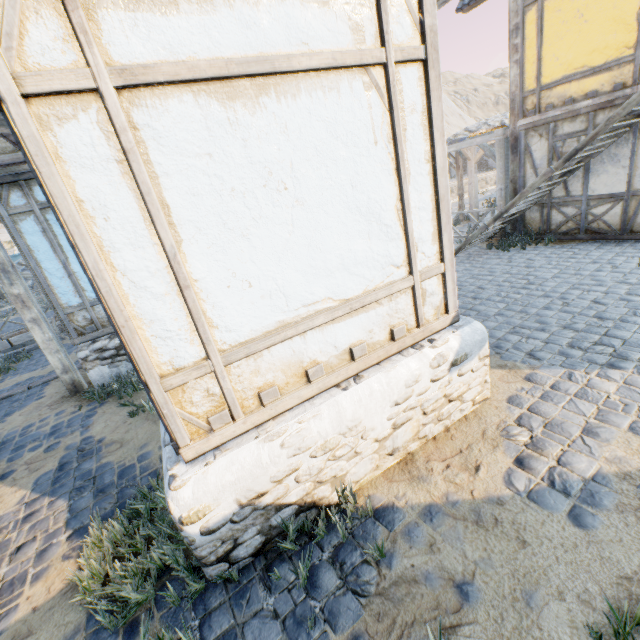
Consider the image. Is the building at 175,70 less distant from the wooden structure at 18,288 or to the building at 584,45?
the wooden structure at 18,288

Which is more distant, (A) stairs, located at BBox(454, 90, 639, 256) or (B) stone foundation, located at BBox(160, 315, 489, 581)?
(A) stairs, located at BBox(454, 90, 639, 256)

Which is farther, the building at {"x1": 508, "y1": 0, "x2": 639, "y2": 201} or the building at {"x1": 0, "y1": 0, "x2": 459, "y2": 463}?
the building at {"x1": 508, "y1": 0, "x2": 639, "y2": 201}

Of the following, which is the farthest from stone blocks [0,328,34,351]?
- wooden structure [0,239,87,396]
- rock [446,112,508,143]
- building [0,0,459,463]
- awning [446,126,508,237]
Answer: wooden structure [0,239,87,396]

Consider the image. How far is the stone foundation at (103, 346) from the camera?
6.09m

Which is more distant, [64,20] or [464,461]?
[464,461]

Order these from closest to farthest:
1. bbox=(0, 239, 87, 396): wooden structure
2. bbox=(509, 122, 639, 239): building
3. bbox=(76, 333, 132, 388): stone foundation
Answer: bbox=(0, 239, 87, 396): wooden structure < bbox=(76, 333, 132, 388): stone foundation < bbox=(509, 122, 639, 239): building

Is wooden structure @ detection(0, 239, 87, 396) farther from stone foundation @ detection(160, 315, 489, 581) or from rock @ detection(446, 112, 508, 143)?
rock @ detection(446, 112, 508, 143)
